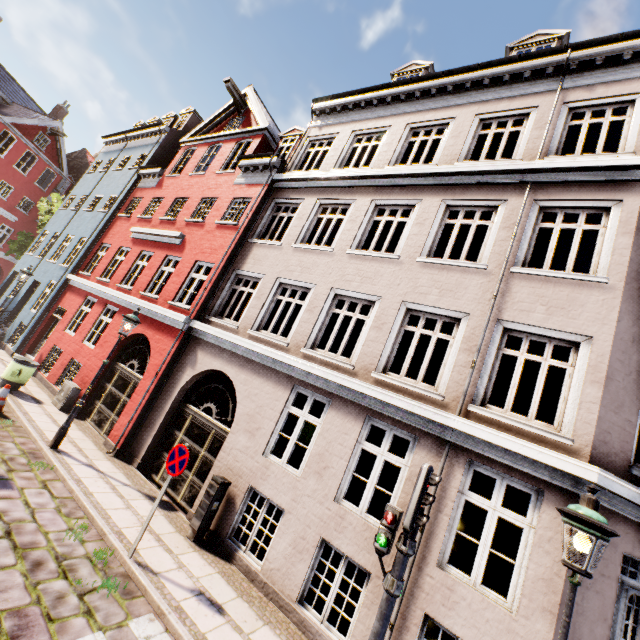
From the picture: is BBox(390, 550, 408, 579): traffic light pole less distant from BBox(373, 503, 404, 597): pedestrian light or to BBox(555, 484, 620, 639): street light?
BBox(373, 503, 404, 597): pedestrian light

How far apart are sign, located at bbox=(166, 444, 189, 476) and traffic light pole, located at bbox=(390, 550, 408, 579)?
3.75m

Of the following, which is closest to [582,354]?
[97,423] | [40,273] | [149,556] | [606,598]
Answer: [606,598]

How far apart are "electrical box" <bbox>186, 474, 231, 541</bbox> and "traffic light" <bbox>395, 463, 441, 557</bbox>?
4.36m

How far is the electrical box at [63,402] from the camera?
10.80m

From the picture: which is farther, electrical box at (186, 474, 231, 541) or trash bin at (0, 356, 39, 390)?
trash bin at (0, 356, 39, 390)

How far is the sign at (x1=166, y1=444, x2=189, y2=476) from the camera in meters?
5.7

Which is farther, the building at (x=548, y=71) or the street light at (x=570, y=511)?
the building at (x=548, y=71)
